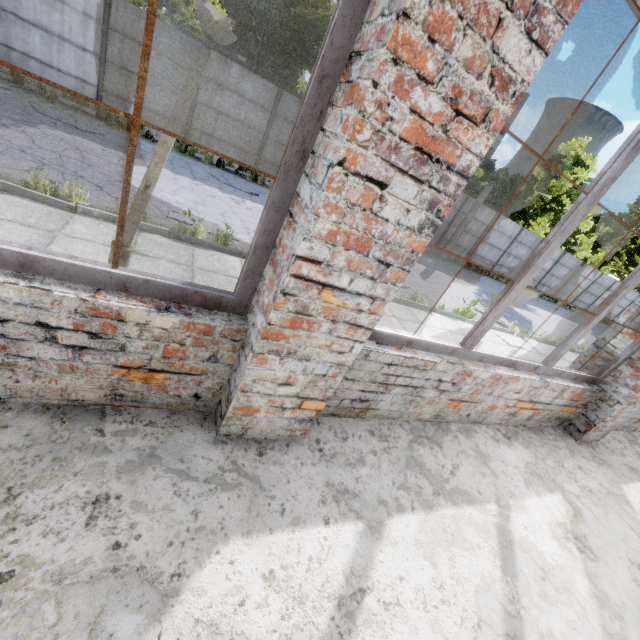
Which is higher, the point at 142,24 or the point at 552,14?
the point at 552,14

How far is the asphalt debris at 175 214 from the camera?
7.28m

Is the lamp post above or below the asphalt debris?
above

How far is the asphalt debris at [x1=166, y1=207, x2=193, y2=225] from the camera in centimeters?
728cm

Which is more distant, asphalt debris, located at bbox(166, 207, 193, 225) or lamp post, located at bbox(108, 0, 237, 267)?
asphalt debris, located at bbox(166, 207, 193, 225)

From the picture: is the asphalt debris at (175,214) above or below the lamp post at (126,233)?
below
